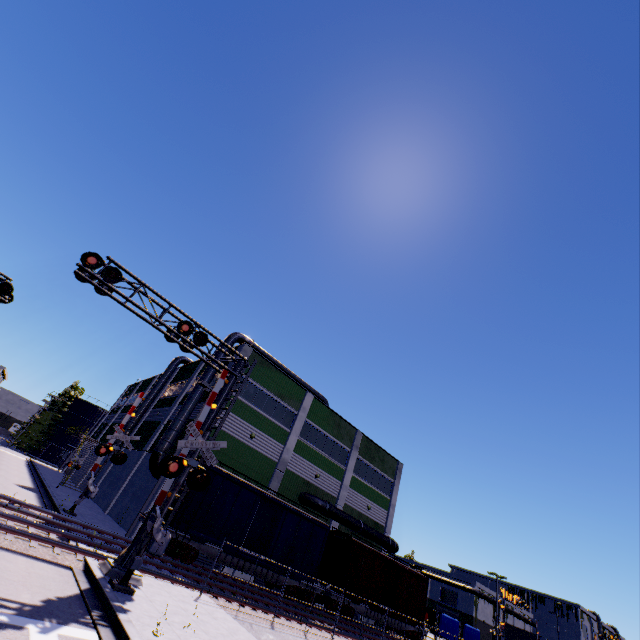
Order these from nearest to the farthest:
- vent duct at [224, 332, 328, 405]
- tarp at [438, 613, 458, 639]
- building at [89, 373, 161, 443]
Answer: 1. vent duct at [224, 332, 328, 405]
2. tarp at [438, 613, 458, 639]
3. building at [89, 373, 161, 443]

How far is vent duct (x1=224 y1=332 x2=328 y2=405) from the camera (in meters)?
28.33

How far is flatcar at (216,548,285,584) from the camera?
18.2 meters

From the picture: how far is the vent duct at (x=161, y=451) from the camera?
22.1 meters

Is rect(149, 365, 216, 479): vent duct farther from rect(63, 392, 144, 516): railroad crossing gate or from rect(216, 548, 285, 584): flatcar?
rect(216, 548, 285, 584): flatcar

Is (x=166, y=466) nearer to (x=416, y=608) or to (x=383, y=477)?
(x=416, y=608)

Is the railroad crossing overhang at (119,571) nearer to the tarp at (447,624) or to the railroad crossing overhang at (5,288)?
the railroad crossing overhang at (5,288)

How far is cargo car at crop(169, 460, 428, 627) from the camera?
18.1 meters
